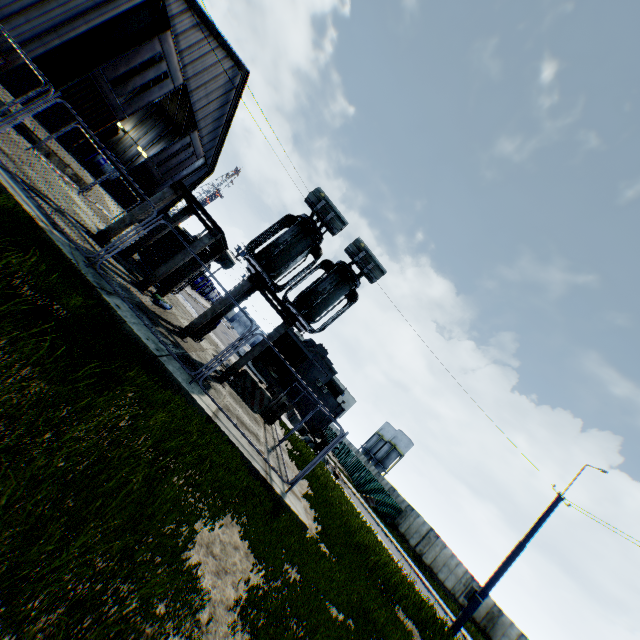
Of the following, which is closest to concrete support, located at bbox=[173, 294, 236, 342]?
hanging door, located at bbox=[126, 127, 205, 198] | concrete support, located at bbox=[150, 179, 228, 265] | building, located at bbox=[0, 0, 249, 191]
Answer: concrete support, located at bbox=[150, 179, 228, 265]

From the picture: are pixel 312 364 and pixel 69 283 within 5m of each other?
no

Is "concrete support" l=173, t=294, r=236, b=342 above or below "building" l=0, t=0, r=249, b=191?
below

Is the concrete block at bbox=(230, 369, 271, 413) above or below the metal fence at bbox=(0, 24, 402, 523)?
below

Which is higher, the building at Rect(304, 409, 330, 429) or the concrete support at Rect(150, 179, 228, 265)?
the concrete support at Rect(150, 179, 228, 265)

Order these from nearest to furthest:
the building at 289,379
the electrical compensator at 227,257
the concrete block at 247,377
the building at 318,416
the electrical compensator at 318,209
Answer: the electrical compensator at 318,209
the concrete block at 247,377
the electrical compensator at 227,257
the building at 289,379
the building at 318,416

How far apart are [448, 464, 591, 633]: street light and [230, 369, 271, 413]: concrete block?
11.45m

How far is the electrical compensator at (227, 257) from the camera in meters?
15.9 m
